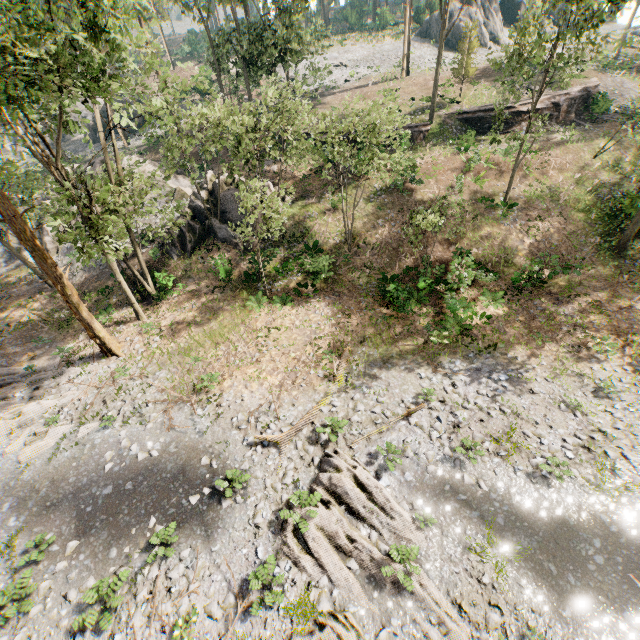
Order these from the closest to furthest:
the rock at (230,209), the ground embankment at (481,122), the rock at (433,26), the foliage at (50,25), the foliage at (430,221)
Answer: the foliage at (50,25) < the foliage at (430,221) < the rock at (230,209) < the ground embankment at (481,122) < the rock at (433,26)

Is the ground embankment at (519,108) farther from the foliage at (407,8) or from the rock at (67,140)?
the rock at (67,140)

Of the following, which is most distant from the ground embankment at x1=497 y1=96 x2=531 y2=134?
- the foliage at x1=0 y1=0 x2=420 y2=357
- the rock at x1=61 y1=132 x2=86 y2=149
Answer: the rock at x1=61 y1=132 x2=86 y2=149

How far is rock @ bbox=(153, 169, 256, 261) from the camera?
23.84m

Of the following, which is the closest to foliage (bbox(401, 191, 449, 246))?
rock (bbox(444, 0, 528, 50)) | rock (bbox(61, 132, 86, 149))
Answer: rock (bbox(444, 0, 528, 50))

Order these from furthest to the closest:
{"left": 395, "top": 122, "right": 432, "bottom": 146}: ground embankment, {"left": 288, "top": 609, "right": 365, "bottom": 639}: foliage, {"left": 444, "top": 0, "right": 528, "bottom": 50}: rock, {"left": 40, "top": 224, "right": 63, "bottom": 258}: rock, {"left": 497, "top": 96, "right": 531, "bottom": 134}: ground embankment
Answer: {"left": 444, "top": 0, "right": 528, "bottom": 50}: rock < {"left": 497, "top": 96, "right": 531, "bottom": 134}: ground embankment < {"left": 40, "top": 224, "right": 63, "bottom": 258}: rock < {"left": 395, "top": 122, "right": 432, "bottom": 146}: ground embankment < {"left": 288, "top": 609, "right": 365, "bottom": 639}: foliage

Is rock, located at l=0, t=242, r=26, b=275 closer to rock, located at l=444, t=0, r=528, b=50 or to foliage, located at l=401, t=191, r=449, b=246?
foliage, located at l=401, t=191, r=449, b=246

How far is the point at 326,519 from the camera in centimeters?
1123cm
